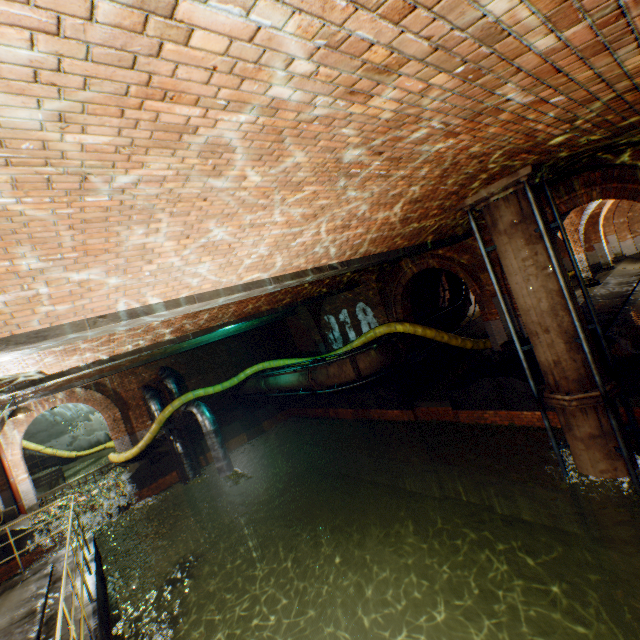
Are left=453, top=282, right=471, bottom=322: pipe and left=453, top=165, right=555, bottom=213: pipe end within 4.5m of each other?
no

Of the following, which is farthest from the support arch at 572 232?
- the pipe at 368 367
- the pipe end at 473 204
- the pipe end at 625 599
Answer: the pipe end at 625 599

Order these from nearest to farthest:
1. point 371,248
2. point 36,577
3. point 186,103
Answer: point 186,103
point 371,248
point 36,577

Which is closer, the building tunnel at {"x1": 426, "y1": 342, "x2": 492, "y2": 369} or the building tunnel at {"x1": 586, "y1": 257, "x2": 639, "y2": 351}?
the building tunnel at {"x1": 586, "y1": 257, "x2": 639, "y2": 351}

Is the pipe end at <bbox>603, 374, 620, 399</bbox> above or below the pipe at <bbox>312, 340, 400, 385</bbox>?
below

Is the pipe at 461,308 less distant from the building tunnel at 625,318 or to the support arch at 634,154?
the building tunnel at 625,318

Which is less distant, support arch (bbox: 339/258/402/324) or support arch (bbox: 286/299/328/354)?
support arch (bbox: 339/258/402/324)

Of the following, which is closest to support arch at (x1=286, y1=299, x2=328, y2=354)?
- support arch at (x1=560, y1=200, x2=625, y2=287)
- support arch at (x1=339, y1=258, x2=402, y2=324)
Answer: support arch at (x1=339, y1=258, x2=402, y2=324)
